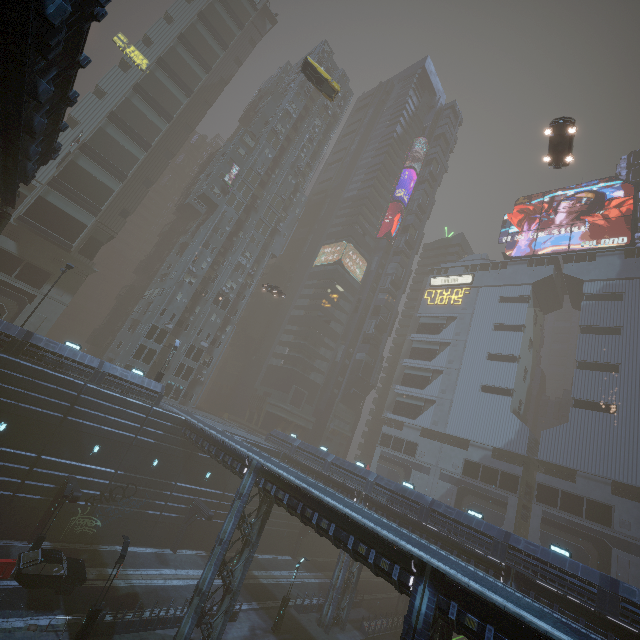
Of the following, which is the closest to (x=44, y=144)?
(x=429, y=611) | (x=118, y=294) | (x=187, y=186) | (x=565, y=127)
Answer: (x=429, y=611)

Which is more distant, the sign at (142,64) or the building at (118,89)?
the sign at (142,64)

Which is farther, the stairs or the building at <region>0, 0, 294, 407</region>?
the building at <region>0, 0, 294, 407</region>

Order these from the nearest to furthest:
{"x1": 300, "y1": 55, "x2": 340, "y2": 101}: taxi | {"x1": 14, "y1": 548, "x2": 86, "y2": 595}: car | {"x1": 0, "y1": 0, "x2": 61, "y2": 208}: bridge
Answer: {"x1": 0, "y1": 0, "x2": 61, "y2": 208}: bridge → {"x1": 14, "y1": 548, "x2": 86, "y2": 595}: car → {"x1": 300, "y1": 55, "x2": 340, "y2": 101}: taxi

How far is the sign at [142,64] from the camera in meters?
44.8

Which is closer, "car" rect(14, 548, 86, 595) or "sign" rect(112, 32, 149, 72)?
"car" rect(14, 548, 86, 595)

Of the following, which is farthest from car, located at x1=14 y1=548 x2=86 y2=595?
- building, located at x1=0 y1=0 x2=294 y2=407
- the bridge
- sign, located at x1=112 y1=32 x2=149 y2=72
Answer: sign, located at x1=112 y1=32 x2=149 y2=72

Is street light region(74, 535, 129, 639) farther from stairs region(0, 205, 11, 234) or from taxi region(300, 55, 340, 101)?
taxi region(300, 55, 340, 101)
